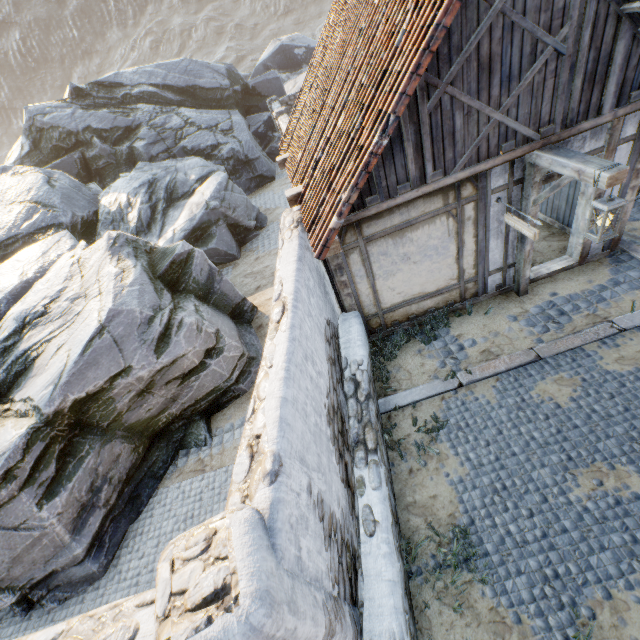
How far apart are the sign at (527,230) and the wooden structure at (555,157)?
0.31m

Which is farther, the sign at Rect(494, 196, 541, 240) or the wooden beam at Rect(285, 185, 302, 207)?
the wooden beam at Rect(285, 185, 302, 207)

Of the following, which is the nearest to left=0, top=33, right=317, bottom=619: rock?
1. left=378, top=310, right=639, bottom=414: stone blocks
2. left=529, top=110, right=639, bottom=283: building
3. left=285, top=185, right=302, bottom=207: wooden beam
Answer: left=378, top=310, right=639, bottom=414: stone blocks

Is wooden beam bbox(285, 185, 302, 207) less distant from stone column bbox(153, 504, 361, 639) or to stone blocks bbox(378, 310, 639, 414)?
stone blocks bbox(378, 310, 639, 414)

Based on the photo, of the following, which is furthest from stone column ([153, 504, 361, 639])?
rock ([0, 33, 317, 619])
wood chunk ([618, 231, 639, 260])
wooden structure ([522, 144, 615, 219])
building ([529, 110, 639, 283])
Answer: wood chunk ([618, 231, 639, 260])

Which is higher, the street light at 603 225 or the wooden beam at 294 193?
the wooden beam at 294 193

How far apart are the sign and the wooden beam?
3.7m

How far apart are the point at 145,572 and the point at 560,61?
9.7 meters
